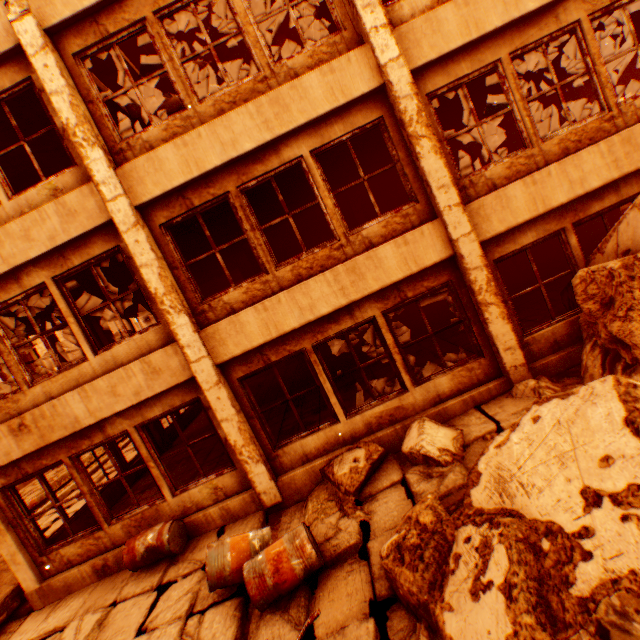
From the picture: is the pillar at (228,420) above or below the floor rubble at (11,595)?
above

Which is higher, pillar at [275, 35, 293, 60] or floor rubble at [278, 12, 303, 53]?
floor rubble at [278, 12, 303, 53]

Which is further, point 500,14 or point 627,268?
point 500,14

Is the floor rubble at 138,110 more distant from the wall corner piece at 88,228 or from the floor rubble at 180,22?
the floor rubble at 180,22

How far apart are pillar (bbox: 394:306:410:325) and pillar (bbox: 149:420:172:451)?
9.6m

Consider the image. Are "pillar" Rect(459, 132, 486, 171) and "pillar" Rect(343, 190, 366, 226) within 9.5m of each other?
yes

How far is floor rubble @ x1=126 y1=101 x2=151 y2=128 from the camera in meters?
7.9

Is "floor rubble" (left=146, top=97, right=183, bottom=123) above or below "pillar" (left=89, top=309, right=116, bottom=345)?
above
